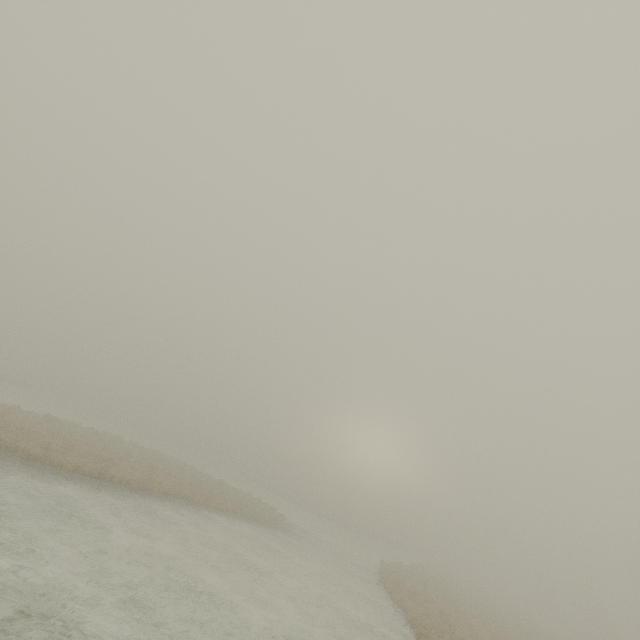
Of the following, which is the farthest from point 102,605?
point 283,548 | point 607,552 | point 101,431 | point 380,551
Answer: point 607,552
